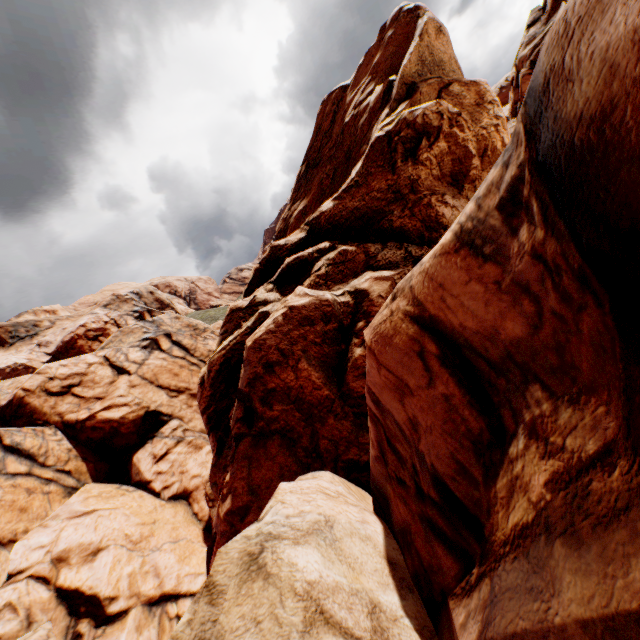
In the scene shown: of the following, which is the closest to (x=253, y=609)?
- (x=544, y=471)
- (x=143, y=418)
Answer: (x=544, y=471)
